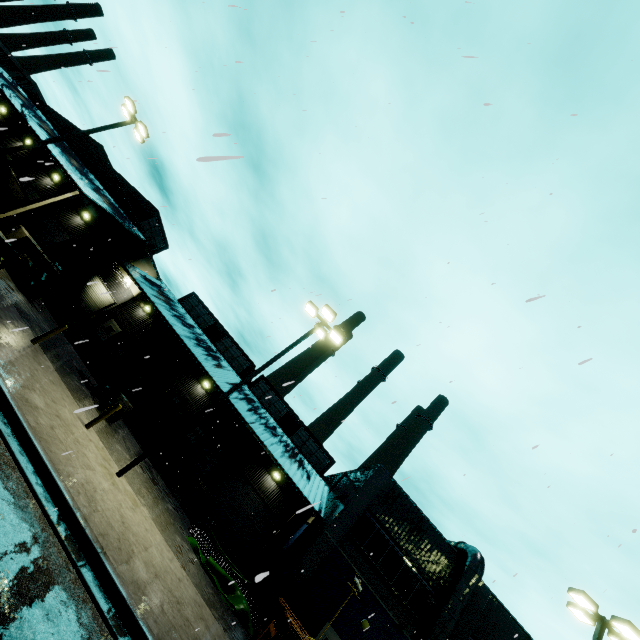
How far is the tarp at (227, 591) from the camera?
13.3 meters

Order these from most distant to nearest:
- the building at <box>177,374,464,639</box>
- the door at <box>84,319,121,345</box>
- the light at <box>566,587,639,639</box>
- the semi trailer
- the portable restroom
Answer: the door at <box>84,319,121,345</box> < the semi trailer < the portable restroom < the building at <box>177,374,464,639</box> < the light at <box>566,587,639,639</box>

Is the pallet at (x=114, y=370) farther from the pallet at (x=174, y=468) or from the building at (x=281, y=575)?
the pallet at (x=174, y=468)

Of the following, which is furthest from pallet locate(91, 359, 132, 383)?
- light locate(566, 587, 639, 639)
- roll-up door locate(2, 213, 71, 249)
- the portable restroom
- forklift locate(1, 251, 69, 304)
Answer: light locate(566, 587, 639, 639)

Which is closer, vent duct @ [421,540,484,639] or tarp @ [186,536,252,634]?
tarp @ [186,536,252,634]

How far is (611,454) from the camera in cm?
776

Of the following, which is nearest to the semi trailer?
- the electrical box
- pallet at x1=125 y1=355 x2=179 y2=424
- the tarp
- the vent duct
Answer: the vent duct

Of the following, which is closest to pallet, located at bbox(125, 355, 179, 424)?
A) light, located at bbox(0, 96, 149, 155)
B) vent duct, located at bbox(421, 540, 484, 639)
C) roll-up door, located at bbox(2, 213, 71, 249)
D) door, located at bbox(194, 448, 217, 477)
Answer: door, located at bbox(194, 448, 217, 477)
